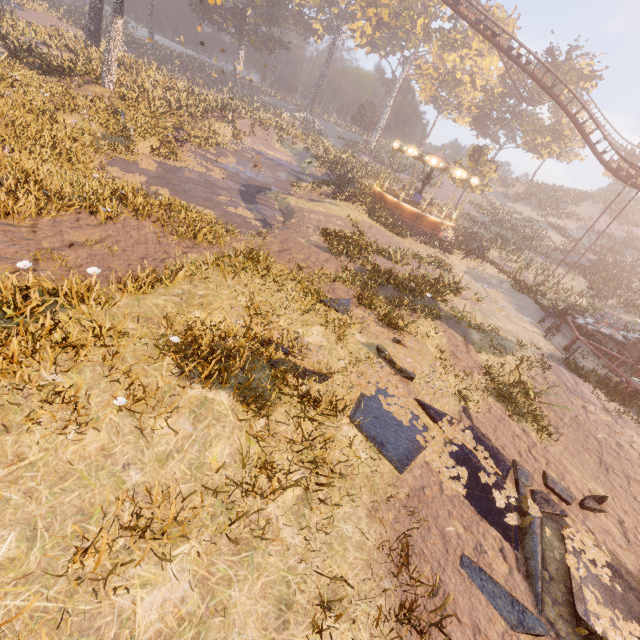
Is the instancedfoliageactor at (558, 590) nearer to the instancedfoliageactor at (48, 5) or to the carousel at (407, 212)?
the carousel at (407, 212)

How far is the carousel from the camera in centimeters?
2369cm

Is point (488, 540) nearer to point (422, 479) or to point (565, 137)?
point (422, 479)

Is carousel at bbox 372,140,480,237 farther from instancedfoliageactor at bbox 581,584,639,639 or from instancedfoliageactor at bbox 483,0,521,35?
instancedfoliageactor at bbox 483,0,521,35

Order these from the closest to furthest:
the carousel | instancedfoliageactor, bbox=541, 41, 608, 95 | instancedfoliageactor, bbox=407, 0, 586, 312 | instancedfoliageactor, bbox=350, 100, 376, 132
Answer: the carousel → instancedfoliageactor, bbox=407, 0, 586, 312 → instancedfoliageactor, bbox=541, 41, 608, 95 → instancedfoliageactor, bbox=350, 100, 376, 132

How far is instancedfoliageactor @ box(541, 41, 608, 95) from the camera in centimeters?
4197cm

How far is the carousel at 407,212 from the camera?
Answer: 23.69m

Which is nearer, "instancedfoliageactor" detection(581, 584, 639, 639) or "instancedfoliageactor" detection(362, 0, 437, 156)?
"instancedfoliageactor" detection(581, 584, 639, 639)
